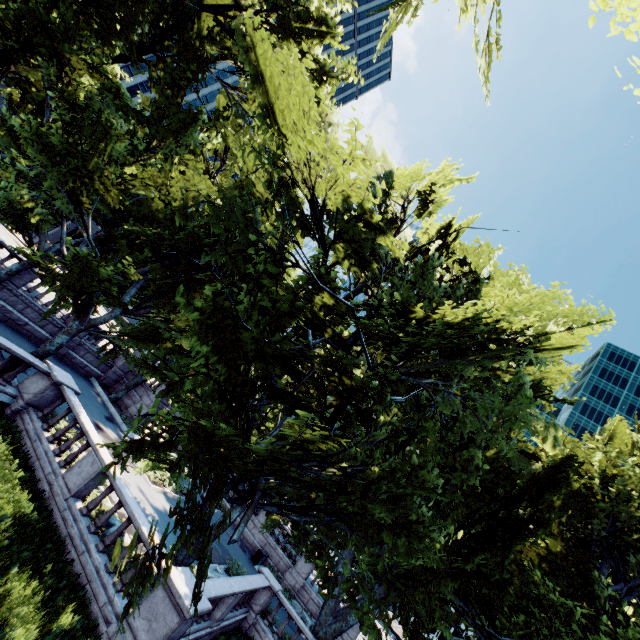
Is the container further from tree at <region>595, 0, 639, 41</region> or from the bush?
the bush

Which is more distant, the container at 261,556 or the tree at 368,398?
the container at 261,556

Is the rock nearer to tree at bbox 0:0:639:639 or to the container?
tree at bbox 0:0:639:639

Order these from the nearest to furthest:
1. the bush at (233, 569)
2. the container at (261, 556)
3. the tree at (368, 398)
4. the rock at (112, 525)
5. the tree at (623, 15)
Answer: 1. the tree at (623, 15)
2. the tree at (368, 398)
3. the rock at (112, 525)
4. the bush at (233, 569)
5. the container at (261, 556)

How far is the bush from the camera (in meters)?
17.84

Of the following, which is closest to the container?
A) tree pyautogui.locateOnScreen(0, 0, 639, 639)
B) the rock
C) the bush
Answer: tree pyautogui.locateOnScreen(0, 0, 639, 639)

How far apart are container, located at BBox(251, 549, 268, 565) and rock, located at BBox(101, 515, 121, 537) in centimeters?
1609cm

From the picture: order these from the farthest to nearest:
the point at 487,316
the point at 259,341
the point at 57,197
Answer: the point at 57,197 → the point at 487,316 → the point at 259,341
